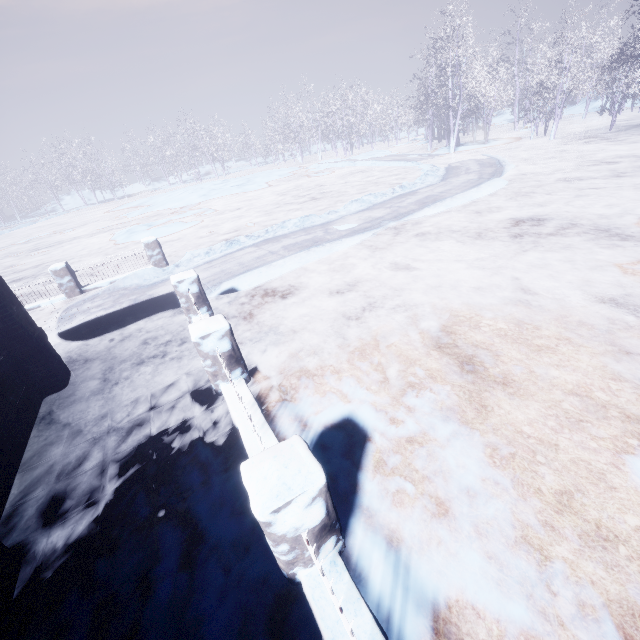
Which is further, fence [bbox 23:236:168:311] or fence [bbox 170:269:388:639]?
fence [bbox 23:236:168:311]

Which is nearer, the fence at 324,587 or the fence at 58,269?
the fence at 324,587

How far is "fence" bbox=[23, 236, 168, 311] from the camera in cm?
870

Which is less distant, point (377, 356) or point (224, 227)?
point (377, 356)

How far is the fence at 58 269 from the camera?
8.70m
